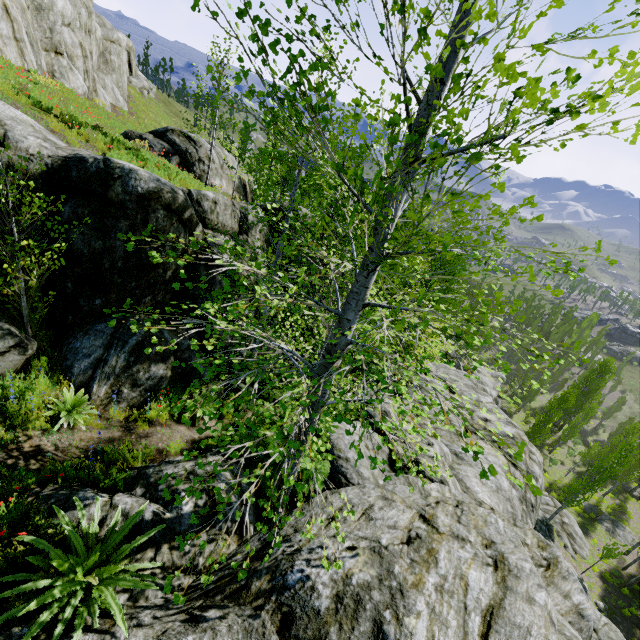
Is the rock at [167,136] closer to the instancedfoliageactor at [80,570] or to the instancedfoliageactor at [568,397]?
the instancedfoliageactor at [568,397]

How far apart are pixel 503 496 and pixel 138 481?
9.8m

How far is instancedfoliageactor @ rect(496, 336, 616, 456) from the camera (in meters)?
3.94

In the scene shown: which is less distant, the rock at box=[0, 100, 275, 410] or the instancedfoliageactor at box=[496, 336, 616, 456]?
the instancedfoliageactor at box=[496, 336, 616, 456]

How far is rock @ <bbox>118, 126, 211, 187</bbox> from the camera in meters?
15.0

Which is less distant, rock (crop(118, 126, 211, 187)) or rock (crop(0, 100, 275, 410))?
rock (crop(0, 100, 275, 410))

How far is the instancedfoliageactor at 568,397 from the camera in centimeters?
394cm
